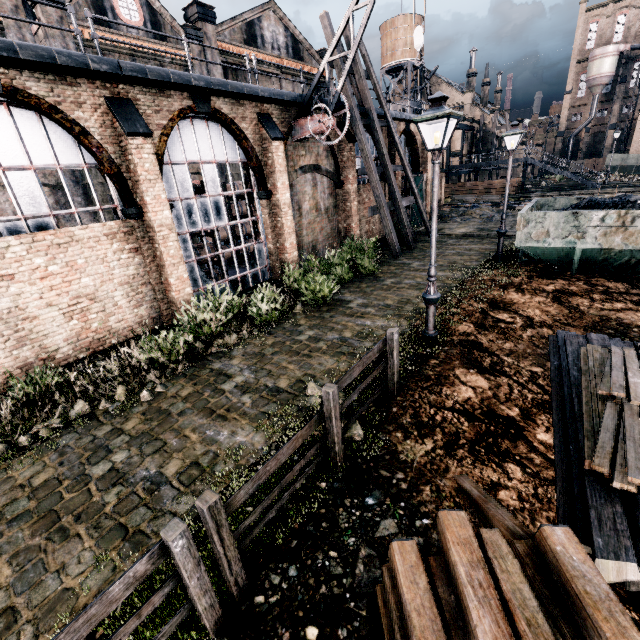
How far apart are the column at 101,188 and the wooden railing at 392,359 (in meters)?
21.80

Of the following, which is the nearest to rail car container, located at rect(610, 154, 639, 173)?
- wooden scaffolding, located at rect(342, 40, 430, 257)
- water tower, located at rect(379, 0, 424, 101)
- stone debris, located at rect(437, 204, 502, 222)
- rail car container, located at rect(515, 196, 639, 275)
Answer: water tower, located at rect(379, 0, 424, 101)

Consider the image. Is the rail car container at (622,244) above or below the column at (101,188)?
below

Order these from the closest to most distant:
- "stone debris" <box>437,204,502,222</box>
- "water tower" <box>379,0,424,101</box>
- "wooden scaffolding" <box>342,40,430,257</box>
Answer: "wooden scaffolding" <box>342,40,430,257</box>
"stone debris" <box>437,204,502,222</box>
"water tower" <box>379,0,424,101</box>

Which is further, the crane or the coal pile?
the crane

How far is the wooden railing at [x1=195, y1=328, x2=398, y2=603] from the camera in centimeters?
334cm

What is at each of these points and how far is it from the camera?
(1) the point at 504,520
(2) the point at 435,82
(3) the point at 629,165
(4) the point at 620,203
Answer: (1) wooden beam, 3.8 meters
(2) building, 57.9 meters
(3) rail car container, 53.4 meters
(4) coal pile, 11.1 meters

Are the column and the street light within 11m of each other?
no
